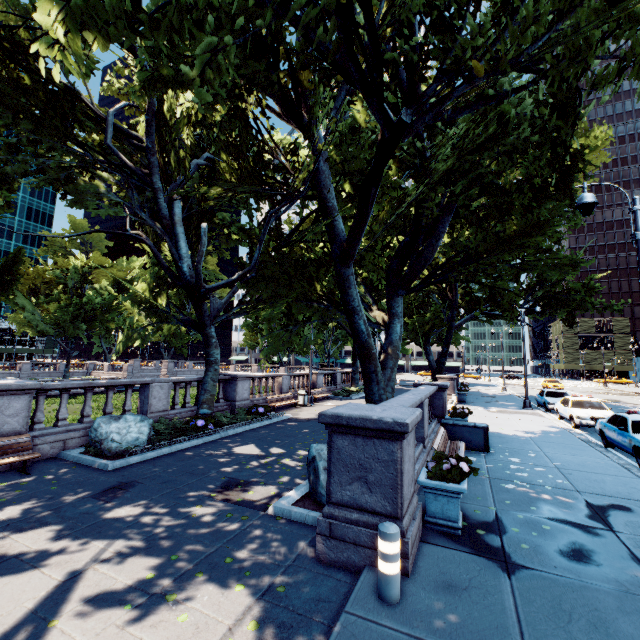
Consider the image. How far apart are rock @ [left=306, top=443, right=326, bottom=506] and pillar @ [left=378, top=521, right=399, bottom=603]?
2.48m

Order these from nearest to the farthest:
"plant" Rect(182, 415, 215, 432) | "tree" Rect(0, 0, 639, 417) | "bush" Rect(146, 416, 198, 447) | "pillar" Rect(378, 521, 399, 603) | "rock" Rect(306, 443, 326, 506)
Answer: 1. "pillar" Rect(378, 521, 399, 603)
2. "tree" Rect(0, 0, 639, 417)
3. "rock" Rect(306, 443, 326, 506)
4. "bush" Rect(146, 416, 198, 447)
5. "plant" Rect(182, 415, 215, 432)

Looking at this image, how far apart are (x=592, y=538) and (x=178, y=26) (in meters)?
9.82

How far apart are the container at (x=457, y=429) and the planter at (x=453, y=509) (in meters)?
5.55

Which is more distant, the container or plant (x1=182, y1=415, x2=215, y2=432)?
plant (x1=182, y1=415, x2=215, y2=432)

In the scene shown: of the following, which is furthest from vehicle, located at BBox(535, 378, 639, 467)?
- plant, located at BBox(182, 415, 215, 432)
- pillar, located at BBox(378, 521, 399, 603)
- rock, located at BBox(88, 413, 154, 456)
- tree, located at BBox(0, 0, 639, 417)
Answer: rock, located at BBox(88, 413, 154, 456)

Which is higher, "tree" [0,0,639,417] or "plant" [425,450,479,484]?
"tree" [0,0,639,417]

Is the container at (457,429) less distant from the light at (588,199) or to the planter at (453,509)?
the light at (588,199)
